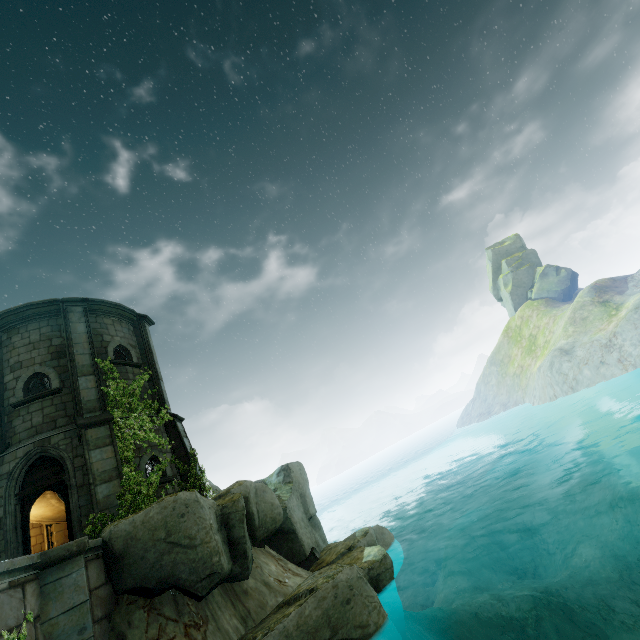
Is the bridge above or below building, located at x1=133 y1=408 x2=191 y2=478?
below

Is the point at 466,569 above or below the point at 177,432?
below

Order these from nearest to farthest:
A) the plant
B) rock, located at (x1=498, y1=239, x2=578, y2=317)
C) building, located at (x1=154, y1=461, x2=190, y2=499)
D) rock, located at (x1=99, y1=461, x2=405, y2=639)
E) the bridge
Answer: the bridge → rock, located at (x1=99, y1=461, x2=405, y2=639) → the plant → building, located at (x1=154, y1=461, x2=190, y2=499) → rock, located at (x1=498, y1=239, x2=578, y2=317)

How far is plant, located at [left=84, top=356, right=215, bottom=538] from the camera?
9.9 meters

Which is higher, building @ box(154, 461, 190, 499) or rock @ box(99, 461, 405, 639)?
building @ box(154, 461, 190, 499)

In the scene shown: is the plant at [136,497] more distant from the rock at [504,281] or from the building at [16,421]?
the rock at [504,281]

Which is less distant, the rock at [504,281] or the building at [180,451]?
the building at [180,451]

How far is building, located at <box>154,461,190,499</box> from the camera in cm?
1185
